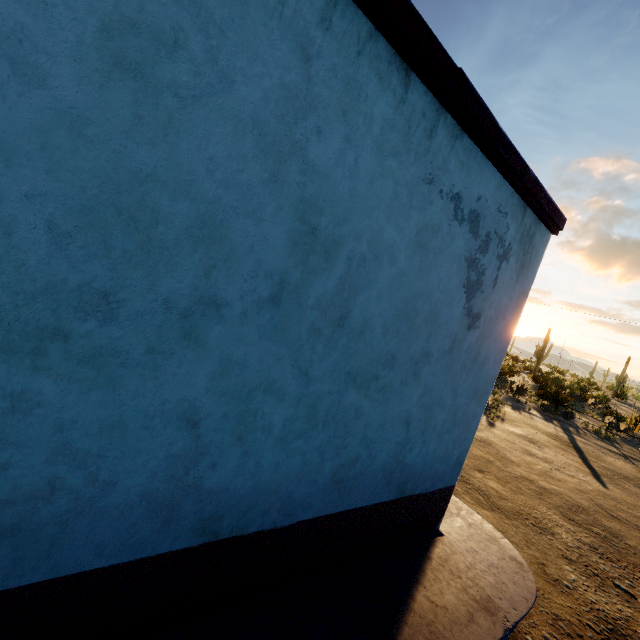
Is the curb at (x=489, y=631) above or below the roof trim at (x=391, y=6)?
below

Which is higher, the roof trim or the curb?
the roof trim

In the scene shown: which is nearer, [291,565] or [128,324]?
[128,324]

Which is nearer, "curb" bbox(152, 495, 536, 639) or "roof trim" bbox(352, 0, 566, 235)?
"roof trim" bbox(352, 0, 566, 235)

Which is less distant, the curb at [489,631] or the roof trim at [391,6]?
the roof trim at [391,6]
